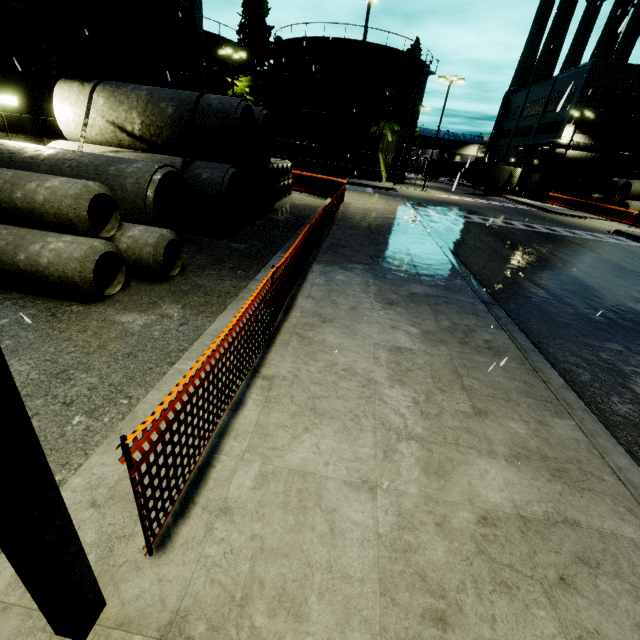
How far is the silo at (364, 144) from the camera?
33.12m

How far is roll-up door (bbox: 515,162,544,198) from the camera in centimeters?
4411cm

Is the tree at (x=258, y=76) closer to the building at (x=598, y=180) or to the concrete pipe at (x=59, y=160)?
the building at (x=598, y=180)

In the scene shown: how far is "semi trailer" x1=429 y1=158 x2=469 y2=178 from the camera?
55.5 meters

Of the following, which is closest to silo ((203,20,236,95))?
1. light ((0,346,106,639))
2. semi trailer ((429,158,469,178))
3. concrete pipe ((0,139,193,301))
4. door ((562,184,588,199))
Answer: semi trailer ((429,158,469,178))

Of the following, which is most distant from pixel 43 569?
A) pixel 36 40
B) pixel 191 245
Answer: pixel 36 40

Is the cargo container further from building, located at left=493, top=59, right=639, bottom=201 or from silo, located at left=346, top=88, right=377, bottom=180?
building, located at left=493, top=59, right=639, bottom=201

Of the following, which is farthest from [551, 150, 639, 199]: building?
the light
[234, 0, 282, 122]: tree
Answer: the light
